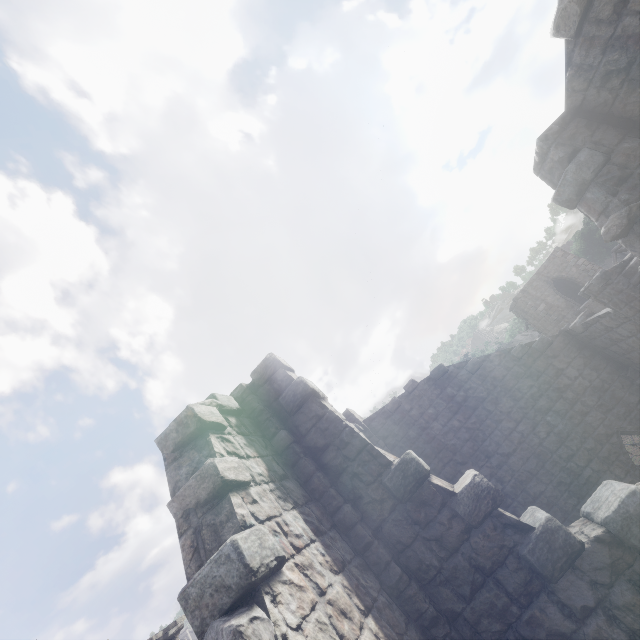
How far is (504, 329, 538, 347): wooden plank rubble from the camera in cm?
5413

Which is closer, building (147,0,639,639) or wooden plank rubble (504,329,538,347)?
building (147,0,639,639)

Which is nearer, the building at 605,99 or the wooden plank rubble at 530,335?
the building at 605,99

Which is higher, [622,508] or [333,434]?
[333,434]

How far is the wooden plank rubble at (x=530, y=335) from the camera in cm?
5413
